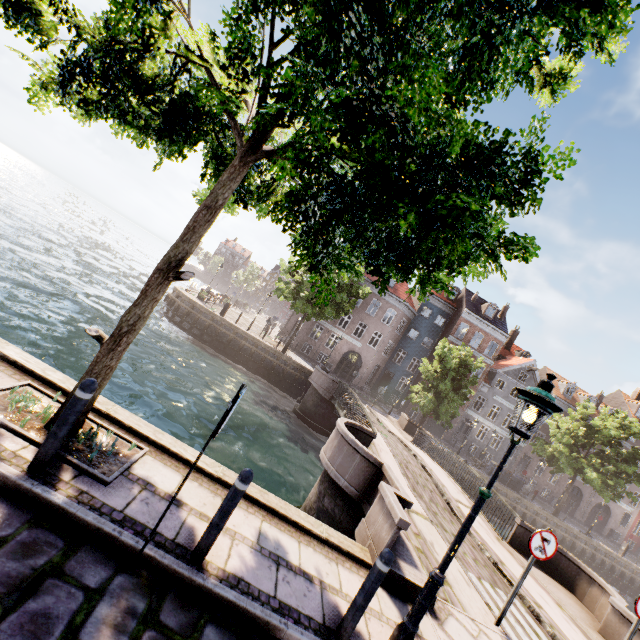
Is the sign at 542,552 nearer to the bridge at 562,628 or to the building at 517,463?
the bridge at 562,628

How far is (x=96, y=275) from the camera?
26.03m

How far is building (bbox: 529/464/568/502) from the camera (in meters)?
36.62

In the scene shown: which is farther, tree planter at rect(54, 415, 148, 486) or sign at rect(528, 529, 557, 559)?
sign at rect(528, 529, 557, 559)

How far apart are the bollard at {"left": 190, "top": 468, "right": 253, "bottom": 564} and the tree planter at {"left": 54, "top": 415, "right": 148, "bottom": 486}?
1.28m

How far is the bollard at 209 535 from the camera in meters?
3.5 m

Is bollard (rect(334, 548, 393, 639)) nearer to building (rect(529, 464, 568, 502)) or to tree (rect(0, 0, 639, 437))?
tree (rect(0, 0, 639, 437))

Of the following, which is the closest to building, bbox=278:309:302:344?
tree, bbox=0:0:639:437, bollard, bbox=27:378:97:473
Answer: tree, bbox=0:0:639:437
